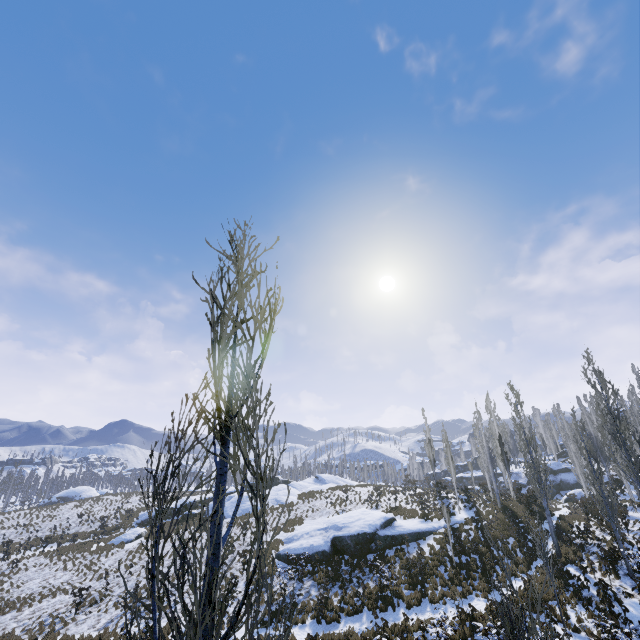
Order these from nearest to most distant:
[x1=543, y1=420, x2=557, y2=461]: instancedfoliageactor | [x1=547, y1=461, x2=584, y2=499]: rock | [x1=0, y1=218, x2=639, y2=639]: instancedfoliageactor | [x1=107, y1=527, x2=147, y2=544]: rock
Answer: [x1=0, y1=218, x2=639, y2=639]: instancedfoliageactor < [x1=107, y1=527, x2=147, y2=544]: rock < [x1=547, y1=461, x2=584, y2=499]: rock < [x1=543, y1=420, x2=557, y2=461]: instancedfoliageactor

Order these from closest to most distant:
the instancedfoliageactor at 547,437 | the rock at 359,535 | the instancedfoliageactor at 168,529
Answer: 1. the instancedfoliageactor at 168,529
2. the rock at 359,535
3. the instancedfoliageactor at 547,437

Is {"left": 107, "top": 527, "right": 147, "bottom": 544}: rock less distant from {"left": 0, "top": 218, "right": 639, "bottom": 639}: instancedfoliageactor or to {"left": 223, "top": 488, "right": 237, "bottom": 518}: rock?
{"left": 223, "top": 488, "right": 237, "bottom": 518}: rock

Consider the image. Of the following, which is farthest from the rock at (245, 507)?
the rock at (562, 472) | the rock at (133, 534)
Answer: the rock at (562, 472)

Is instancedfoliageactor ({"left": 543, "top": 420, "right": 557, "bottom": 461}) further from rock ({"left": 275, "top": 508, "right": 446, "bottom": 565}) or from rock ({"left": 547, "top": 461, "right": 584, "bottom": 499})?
rock ({"left": 275, "top": 508, "right": 446, "bottom": 565})

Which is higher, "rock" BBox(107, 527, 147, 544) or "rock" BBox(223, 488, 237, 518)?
"rock" BBox(223, 488, 237, 518)

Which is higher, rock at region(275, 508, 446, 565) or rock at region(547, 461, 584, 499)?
rock at region(547, 461, 584, 499)

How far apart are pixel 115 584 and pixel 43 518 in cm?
2591
